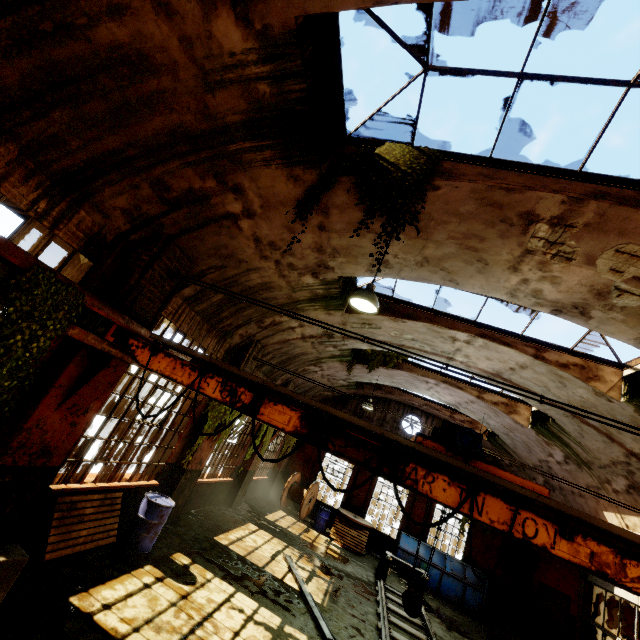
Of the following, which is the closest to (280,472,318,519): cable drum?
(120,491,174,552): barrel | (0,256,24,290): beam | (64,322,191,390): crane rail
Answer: (120,491,174,552): barrel

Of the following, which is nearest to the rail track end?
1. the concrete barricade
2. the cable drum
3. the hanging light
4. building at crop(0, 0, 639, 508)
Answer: the cable drum

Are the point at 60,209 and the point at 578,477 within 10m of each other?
no

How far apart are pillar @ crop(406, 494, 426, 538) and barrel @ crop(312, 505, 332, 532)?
3.9 meters

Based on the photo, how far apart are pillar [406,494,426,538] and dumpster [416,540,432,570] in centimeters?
2cm

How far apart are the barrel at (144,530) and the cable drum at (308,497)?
9.8 meters

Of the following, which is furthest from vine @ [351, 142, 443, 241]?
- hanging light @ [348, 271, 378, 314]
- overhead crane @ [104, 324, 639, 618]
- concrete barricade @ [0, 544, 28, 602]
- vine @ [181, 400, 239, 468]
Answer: concrete barricade @ [0, 544, 28, 602]

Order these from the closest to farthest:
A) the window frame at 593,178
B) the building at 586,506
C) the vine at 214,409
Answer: the window frame at 593,178, the vine at 214,409, the building at 586,506
